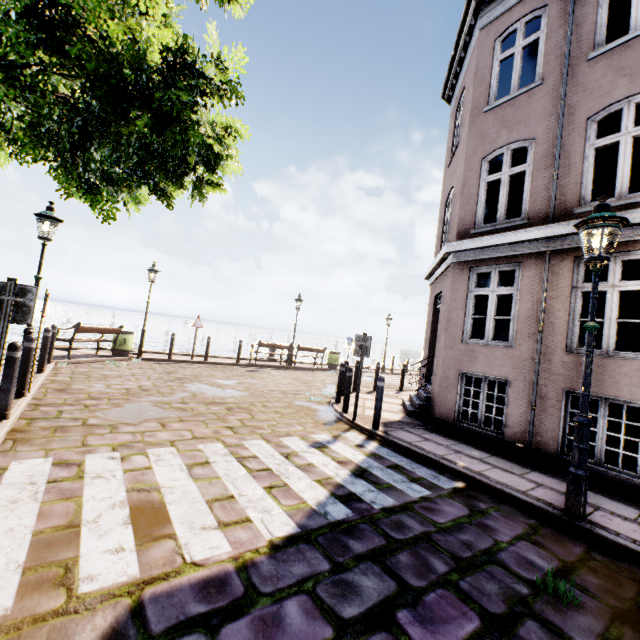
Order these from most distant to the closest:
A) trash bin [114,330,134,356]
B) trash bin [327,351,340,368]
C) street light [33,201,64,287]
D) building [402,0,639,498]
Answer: trash bin [327,351,340,368]
trash bin [114,330,134,356]
street light [33,201,64,287]
building [402,0,639,498]

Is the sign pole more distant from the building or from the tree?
the building

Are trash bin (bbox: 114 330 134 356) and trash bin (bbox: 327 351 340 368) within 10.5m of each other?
yes

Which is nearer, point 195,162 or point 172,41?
point 172,41

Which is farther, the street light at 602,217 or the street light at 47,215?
the street light at 47,215

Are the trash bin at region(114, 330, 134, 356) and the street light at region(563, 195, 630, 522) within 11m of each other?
no

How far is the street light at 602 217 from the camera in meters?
3.8 m

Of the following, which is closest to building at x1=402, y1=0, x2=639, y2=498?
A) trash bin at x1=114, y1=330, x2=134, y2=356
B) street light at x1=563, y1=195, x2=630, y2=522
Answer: street light at x1=563, y1=195, x2=630, y2=522
